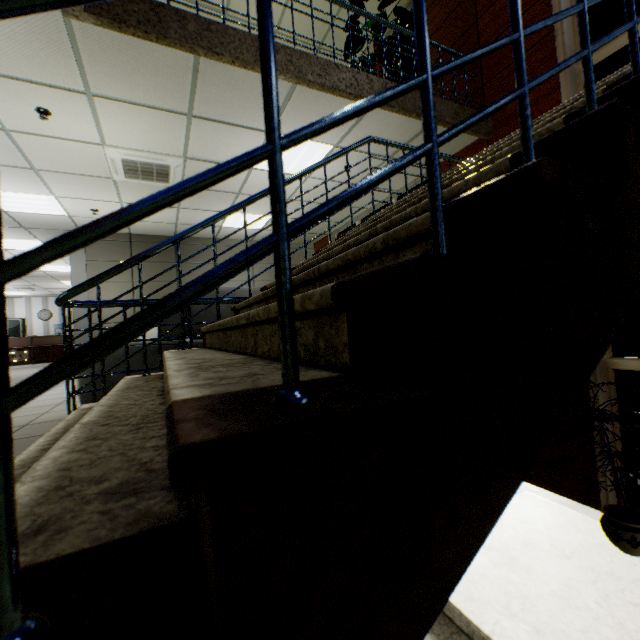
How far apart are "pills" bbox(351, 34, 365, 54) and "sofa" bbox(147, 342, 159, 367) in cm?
286

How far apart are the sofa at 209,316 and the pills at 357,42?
2.9 meters

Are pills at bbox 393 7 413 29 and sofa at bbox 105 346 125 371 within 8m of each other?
yes

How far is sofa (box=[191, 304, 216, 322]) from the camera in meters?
3.1 m

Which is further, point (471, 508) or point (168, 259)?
point (168, 259)

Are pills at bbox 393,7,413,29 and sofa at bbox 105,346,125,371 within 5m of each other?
yes

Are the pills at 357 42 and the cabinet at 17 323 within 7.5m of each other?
no
